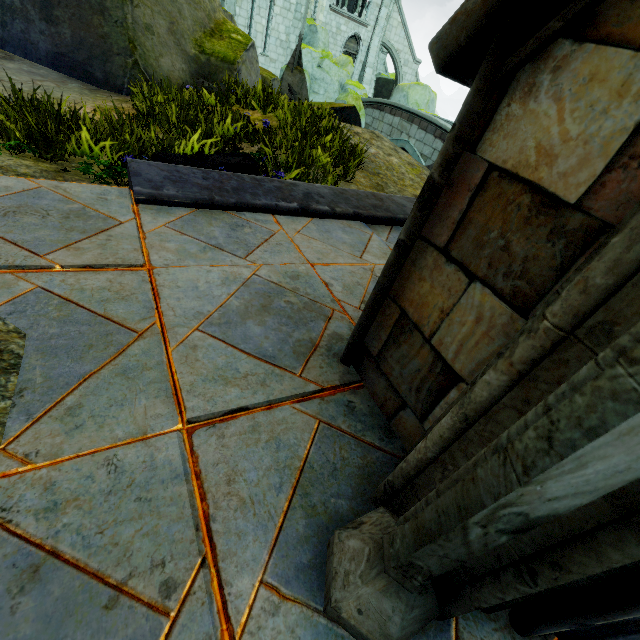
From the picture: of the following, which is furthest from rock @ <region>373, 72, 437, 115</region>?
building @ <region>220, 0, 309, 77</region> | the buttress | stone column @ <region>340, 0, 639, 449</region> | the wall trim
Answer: stone column @ <region>340, 0, 639, 449</region>

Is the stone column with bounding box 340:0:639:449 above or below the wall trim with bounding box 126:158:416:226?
above

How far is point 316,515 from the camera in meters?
1.2 m

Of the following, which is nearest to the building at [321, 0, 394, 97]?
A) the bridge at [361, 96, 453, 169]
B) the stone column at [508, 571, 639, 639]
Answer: the stone column at [508, 571, 639, 639]

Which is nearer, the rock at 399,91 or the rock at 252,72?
the rock at 252,72

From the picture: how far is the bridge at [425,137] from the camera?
16.2 meters

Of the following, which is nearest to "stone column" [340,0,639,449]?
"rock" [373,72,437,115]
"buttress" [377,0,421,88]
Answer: "rock" [373,72,437,115]

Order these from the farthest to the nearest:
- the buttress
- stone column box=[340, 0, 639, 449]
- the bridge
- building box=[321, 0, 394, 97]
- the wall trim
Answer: the buttress, building box=[321, 0, 394, 97], the bridge, the wall trim, stone column box=[340, 0, 639, 449]
